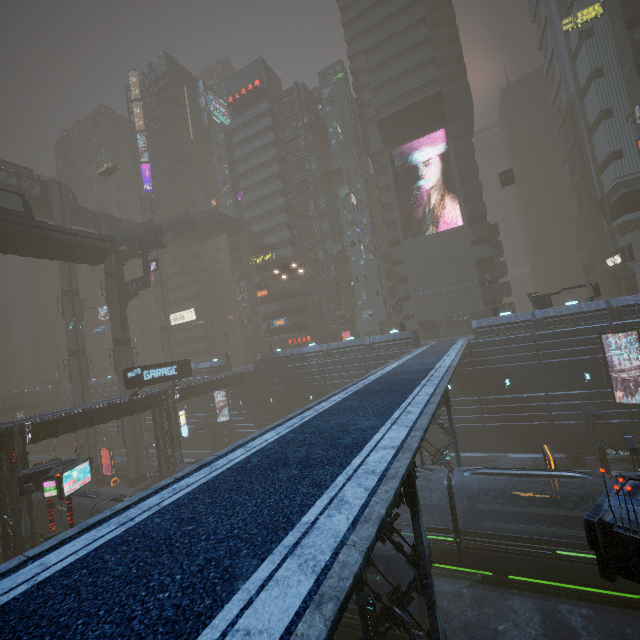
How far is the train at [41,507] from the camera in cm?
2801

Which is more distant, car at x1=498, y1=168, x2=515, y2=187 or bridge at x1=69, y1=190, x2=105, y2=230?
bridge at x1=69, y1=190, x2=105, y2=230

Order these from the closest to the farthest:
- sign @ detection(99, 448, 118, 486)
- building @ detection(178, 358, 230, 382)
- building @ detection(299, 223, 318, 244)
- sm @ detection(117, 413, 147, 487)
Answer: sm @ detection(117, 413, 147, 487)
sign @ detection(99, 448, 118, 486)
building @ detection(178, 358, 230, 382)
building @ detection(299, 223, 318, 244)

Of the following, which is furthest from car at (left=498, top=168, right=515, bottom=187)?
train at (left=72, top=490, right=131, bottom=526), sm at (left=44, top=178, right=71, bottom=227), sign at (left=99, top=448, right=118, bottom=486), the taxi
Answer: train at (left=72, top=490, right=131, bottom=526)

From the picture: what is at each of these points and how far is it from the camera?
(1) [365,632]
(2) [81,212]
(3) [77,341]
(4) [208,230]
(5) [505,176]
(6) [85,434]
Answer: (1) building, 11.7m
(2) bridge, 52.7m
(3) sm, 47.4m
(4) bridge, 59.6m
(5) car, 42.4m
(6) sm, 46.3m

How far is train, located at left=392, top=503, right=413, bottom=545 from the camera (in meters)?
20.30

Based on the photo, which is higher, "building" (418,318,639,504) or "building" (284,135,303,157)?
"building" (284,135,303,157)

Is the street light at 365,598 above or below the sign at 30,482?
below
